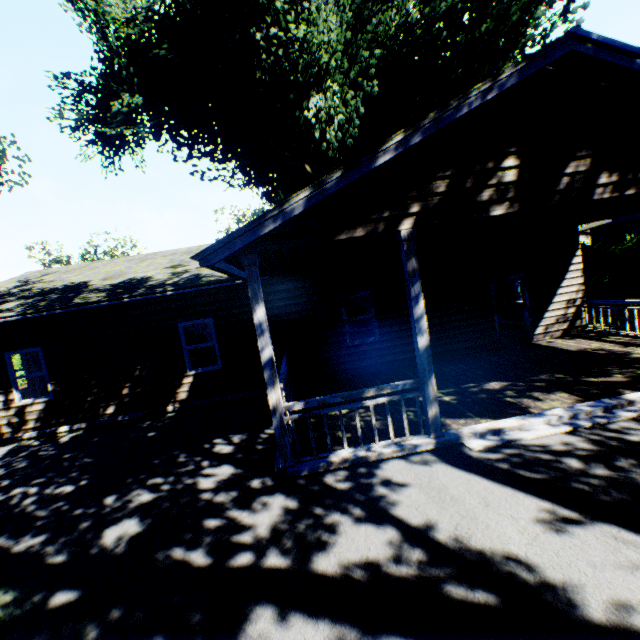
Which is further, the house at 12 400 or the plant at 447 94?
the plant at 447 94

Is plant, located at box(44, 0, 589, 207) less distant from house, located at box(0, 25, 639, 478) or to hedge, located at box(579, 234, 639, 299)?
house, located at box(0, 25, 639, 478)

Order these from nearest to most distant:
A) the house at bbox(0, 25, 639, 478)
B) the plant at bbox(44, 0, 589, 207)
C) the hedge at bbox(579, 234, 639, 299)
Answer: the house at bbox(0, 25, 639, 478), the plant at bbox(44, 0, 589, 207), the hedge at bbox(579, 234, 639, 299)

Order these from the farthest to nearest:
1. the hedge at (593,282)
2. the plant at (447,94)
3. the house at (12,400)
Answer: the hedge at (593,282) < the plant at (447,94) < the house at (12,400)

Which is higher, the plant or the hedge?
the plant

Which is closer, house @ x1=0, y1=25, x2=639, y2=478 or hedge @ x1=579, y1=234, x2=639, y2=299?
house @ x1=0, y1=25, x2=639, y2=478

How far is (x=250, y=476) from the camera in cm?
542
